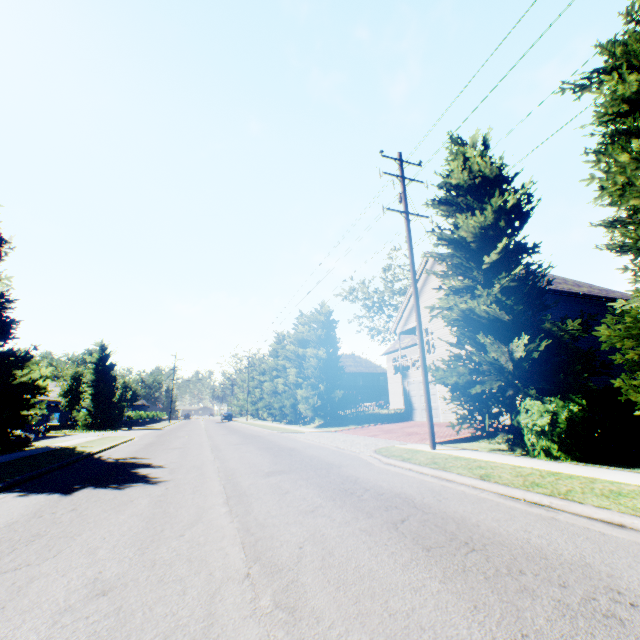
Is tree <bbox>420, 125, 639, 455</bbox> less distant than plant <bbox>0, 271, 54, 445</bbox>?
Yes

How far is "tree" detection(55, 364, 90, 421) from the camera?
39.44m

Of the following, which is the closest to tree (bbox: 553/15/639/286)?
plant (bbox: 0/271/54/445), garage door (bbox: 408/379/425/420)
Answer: plant (bbox: 0/271/54/445)

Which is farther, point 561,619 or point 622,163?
point 622,163

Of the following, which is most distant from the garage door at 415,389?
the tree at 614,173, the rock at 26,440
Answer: the rock at 26,440

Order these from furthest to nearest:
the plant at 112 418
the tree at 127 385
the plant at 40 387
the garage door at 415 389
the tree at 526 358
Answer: the tree at 127 385 → the plant at 112 418 → the garage door at 415 389 → the plant at 40 387 → the tree at 526 358

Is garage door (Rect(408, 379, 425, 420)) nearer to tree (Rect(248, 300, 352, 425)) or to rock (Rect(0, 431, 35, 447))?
tree (Rect(248, 300, 352, 425))

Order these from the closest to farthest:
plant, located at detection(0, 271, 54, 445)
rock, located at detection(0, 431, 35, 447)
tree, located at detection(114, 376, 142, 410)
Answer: plant, located at detection(0, 271, 54, 445)
rock, located at detection(0, 431, 35, 447)
tree, located at detection(114, 376, 142, 410)
